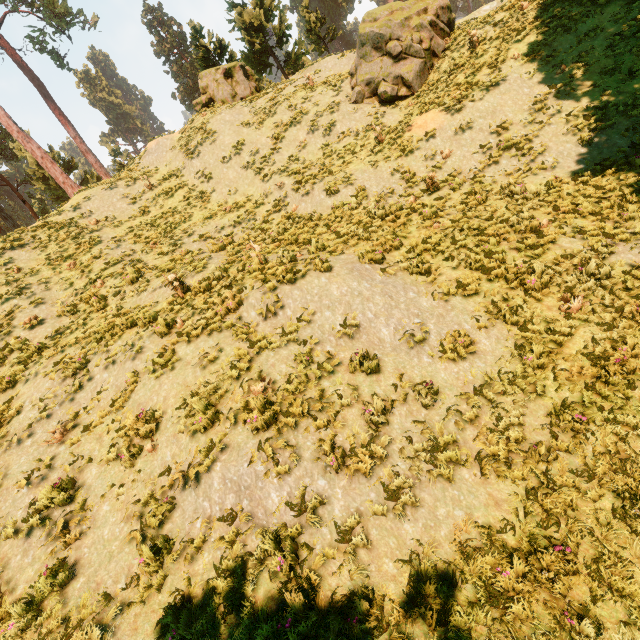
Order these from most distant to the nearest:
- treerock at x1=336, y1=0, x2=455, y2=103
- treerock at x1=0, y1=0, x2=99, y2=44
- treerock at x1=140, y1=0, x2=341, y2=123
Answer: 1. treerock at x1=0, y1=0, x2=99, y2=44
2. treerock at x1=140, y1=0, x2=341, y2=123
3. treerock at x1=336, y1=0, x2=455, y2=103

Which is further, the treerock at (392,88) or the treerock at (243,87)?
the treerock at (243,87)

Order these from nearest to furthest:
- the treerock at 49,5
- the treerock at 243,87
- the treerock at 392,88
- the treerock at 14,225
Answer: the treerock at 392,88, the treerock at 243,87, the treerock at 14,225, the treerock at 49,5

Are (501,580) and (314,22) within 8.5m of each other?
no

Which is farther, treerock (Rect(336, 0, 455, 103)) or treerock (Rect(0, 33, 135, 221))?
treerock (Rect(0, 33, 135, 221))

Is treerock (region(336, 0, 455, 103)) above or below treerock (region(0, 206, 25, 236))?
below
